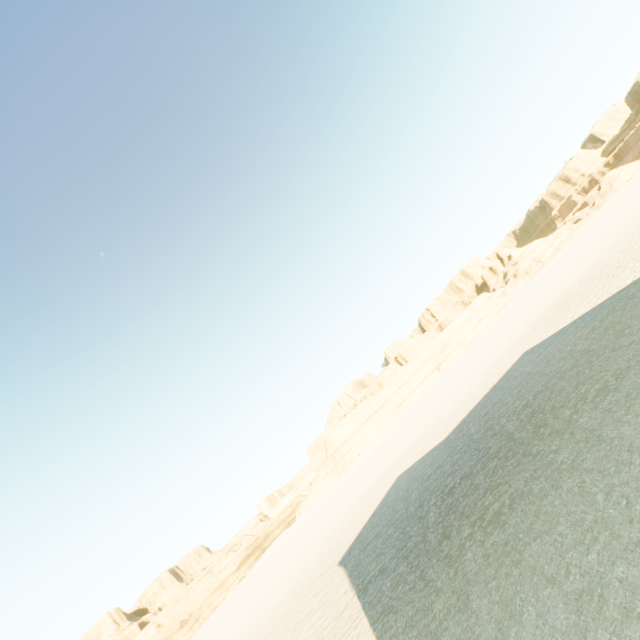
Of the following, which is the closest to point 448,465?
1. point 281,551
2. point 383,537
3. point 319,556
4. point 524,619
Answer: point 383,537
